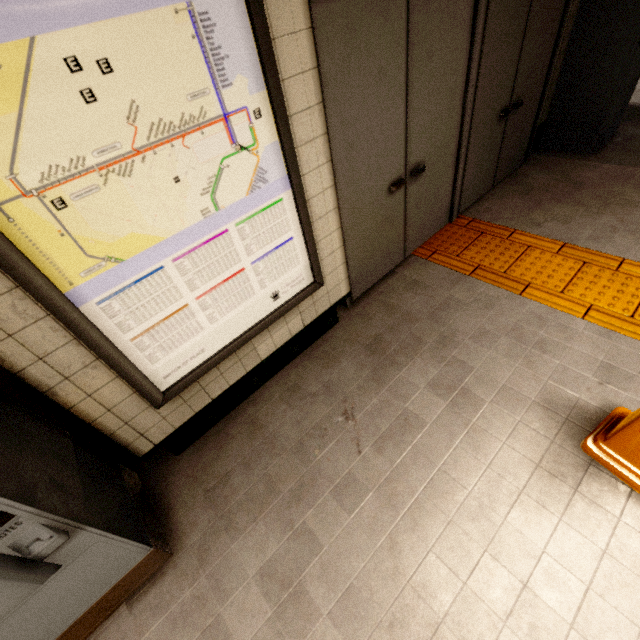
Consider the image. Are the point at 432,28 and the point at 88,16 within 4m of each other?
yes

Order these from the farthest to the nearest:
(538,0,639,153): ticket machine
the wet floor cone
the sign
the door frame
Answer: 1. (538,0,639,153): ticket machine
2. the door frame
3. the wet floor cone
4. the sign

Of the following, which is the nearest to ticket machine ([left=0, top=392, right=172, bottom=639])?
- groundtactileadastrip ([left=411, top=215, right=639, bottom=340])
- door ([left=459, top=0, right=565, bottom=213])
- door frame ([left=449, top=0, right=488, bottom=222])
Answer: groundtactileadastrip ([left=411, top=215, right=639, bottom=340])

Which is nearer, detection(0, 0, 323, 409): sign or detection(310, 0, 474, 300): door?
detection(0, 0, 323, 409): sign

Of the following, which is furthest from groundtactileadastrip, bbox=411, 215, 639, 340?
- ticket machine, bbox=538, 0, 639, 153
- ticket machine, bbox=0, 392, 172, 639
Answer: ticket machine, bbox=538, 0, 639, 153

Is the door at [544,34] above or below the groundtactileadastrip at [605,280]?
above

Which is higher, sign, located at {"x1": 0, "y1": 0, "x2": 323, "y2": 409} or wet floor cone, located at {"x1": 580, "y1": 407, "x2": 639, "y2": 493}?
sign, located at {"x1": 0, "y1": 0, "x2": 323, "y2": 409}

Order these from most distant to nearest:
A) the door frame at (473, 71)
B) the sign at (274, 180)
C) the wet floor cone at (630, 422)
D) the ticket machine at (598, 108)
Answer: the ticket machine at (598, 108)
the door frame at (473, 71)
the wet floor cone at (630, 422)
the sign at (274, 180)
